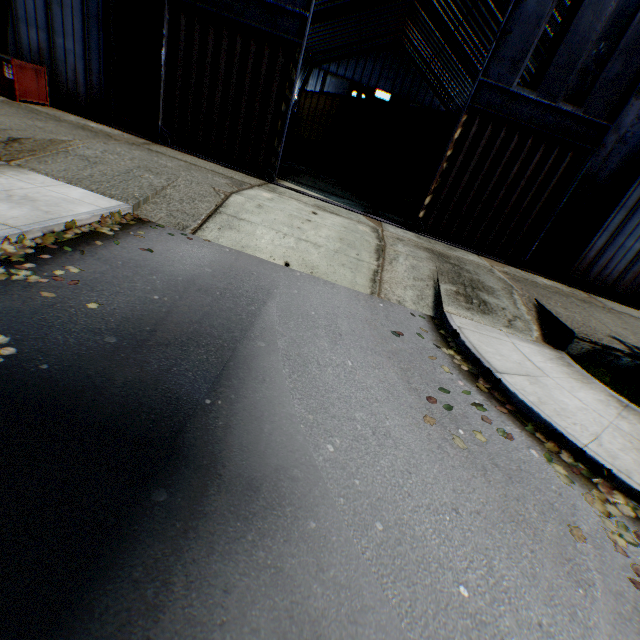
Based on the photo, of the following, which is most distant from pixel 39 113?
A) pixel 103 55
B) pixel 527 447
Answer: pixel 527 447

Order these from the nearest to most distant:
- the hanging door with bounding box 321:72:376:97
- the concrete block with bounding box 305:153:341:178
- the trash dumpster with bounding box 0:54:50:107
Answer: the trash dumpster with bounding box 0:54:50:107 < the concrete block with bounding box 305:153:341:178 < the hanging door with bounding box 321:72:376:97

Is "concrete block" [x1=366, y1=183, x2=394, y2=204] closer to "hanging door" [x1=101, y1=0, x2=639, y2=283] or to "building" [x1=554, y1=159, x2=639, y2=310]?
"hanging door" [x1=101, y1=0, x2=639, y2=283]

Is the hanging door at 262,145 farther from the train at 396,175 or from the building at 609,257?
the train at 396,175

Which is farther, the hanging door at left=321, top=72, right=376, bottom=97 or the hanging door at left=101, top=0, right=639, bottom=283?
the hanging door at left=321, top=72, right=376, bottom=97

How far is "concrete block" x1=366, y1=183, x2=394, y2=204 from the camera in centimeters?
1631cm

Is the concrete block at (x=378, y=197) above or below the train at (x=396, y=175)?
below

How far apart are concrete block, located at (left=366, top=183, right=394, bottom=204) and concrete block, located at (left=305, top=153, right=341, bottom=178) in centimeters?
493cm
